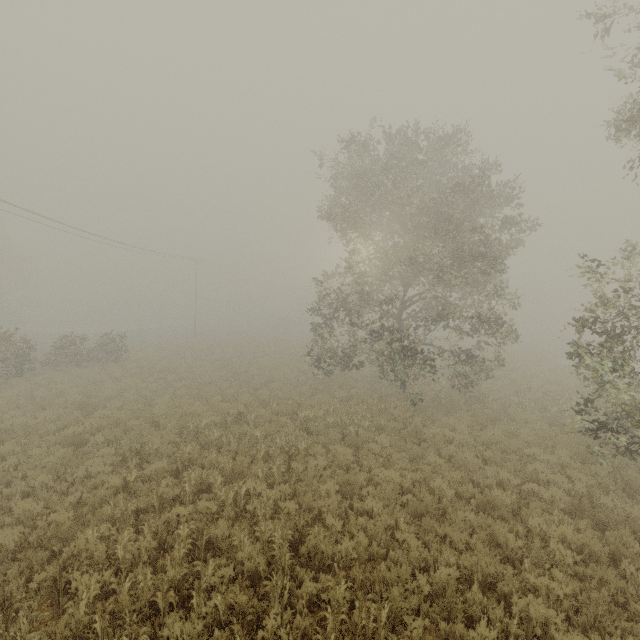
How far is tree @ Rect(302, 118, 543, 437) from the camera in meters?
13.6

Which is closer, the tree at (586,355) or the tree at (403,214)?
the tree at (586,355)

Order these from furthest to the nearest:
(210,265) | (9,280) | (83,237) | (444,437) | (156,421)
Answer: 1. (210,265)
2. (9,280)
3. (83,237)
4. (156,421)
5. (444,437)

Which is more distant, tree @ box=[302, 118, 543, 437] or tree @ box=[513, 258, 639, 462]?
tree @ box=[302, 118, 543, 437]

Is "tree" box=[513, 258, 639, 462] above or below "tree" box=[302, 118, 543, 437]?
below

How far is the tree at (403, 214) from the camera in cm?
1365
